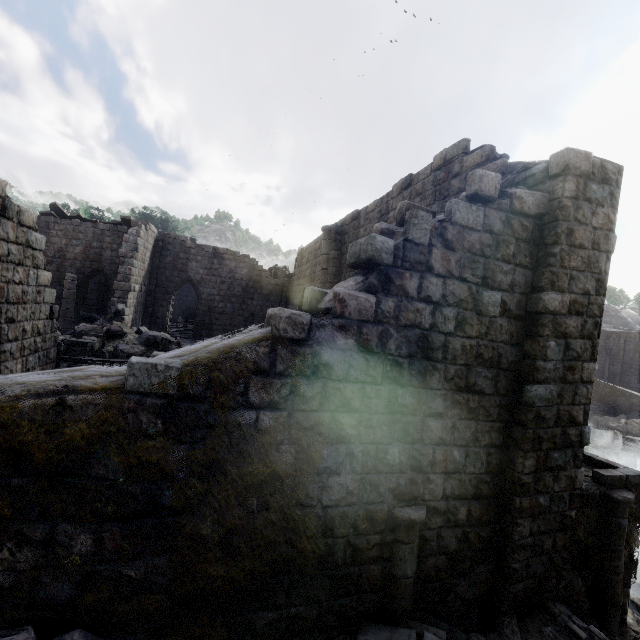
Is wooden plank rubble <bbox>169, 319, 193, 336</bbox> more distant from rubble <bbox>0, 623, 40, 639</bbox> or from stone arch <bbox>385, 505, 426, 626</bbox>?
stone arch <bbox>385, 505, 426, 626</bbox>

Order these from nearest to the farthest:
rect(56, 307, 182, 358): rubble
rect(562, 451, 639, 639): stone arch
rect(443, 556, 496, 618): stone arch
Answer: rect(443, 556, 496, 618): stone arch, rect(562, 451, 639, 639): stone arch, rect(56, 307, 182, 358): rubble

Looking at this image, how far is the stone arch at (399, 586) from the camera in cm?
453

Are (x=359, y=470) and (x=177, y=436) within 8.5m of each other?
yes

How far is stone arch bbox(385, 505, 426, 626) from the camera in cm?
453

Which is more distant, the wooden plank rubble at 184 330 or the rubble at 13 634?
the wooden plank rubble at 184 330
